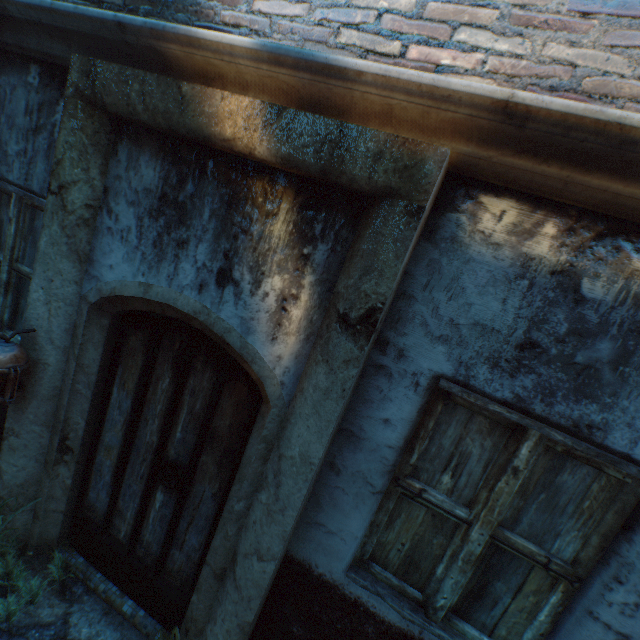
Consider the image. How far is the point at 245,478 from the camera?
1.91m

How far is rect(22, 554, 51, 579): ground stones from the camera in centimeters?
258cm

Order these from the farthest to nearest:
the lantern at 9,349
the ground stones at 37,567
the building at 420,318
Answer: the ground stones at 37,567, the lantern at 9,349, the building at 420,318

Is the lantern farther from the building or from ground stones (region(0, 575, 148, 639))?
the building

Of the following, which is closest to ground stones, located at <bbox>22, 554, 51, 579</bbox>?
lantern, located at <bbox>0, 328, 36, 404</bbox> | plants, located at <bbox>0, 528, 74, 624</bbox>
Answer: plants, located at <bbox>0, 528, 74, 624</bbox>

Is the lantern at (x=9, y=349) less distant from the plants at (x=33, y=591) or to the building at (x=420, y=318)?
the plants at (x=33, y=591)

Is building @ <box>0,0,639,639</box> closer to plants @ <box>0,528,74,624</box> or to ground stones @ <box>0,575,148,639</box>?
ground stones @ <box>0,575,148,639</box>
